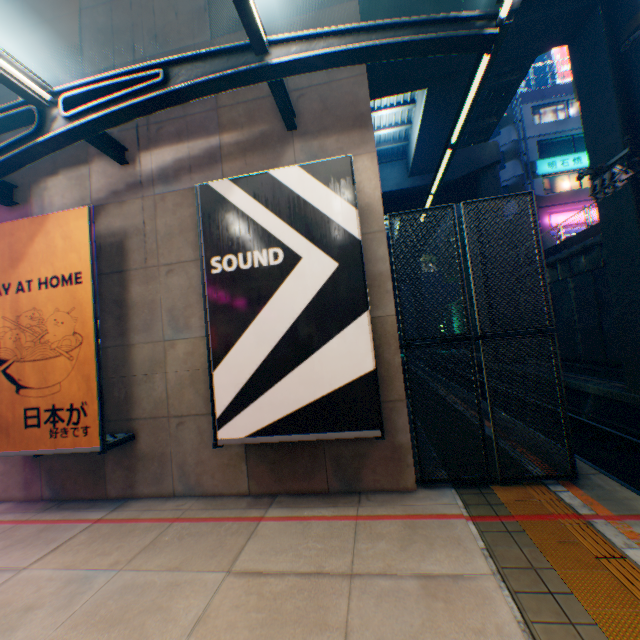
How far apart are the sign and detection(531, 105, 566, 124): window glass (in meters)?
3.13

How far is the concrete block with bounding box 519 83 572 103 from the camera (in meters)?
26.30

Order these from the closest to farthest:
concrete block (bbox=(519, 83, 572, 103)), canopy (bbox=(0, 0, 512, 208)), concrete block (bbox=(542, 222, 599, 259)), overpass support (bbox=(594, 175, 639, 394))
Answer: canopy (bbox=(0, 0, 512, 208))
overpass support (bbox=(594, 175, 639, 394))
concrete block (bbox=(542, 222, 599, 259))
concrete block (bbox=(519, 83, 572, 103))

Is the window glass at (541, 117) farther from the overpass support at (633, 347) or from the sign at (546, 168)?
the overpass support at (633, 347)

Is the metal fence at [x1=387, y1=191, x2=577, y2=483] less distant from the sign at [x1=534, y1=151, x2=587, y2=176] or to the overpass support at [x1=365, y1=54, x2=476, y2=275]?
the overpass support at [x1=365, y1=54, x2=476, y2=275]

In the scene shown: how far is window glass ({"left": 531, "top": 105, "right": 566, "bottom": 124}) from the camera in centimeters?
2681cm

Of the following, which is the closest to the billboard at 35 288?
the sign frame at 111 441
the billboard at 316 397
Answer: the sign frame at 111 441

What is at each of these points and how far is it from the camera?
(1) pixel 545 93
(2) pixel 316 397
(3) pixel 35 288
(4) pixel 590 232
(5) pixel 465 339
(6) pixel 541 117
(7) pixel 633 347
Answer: (1) concrete block, 26.6 meters
(2) billboard, 4.9 meters
(3) billboard, 5.9 meters
(4) concrete block, 15.9 meters
(5) metal fence, 5.6 meters
(6) window glass, 27.1 meters
(7) overpass support, 10.2 meters
